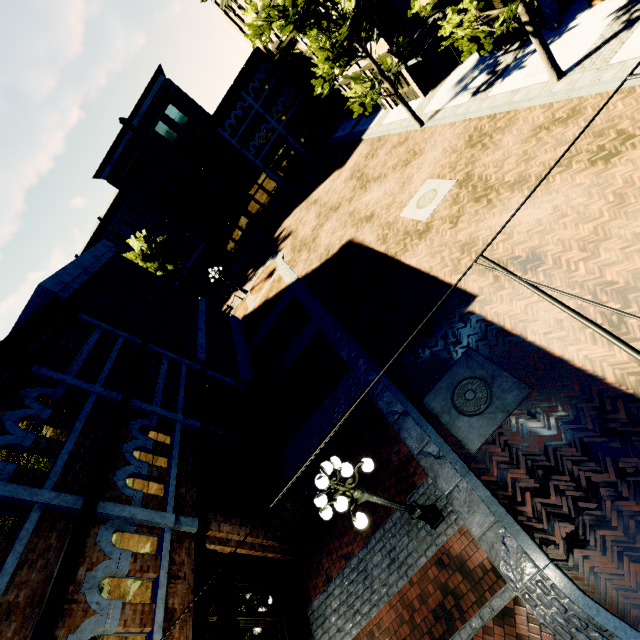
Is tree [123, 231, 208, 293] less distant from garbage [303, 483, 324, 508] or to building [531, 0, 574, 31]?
building [531, 0, 574, 31]

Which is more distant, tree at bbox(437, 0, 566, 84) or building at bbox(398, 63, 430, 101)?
building at bbox(398, 63, 430, 101)

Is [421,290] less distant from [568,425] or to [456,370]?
[456,370]

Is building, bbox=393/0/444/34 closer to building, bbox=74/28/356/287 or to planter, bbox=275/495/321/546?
building, bbox=74/28/356/287

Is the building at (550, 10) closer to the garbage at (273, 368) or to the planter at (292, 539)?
the garbage at (273, 368)

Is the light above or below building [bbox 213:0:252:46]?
below

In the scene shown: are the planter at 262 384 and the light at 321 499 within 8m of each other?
no

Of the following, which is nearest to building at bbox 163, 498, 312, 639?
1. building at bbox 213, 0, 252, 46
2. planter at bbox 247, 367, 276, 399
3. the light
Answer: building at bbox 213, 0, 252, 46
